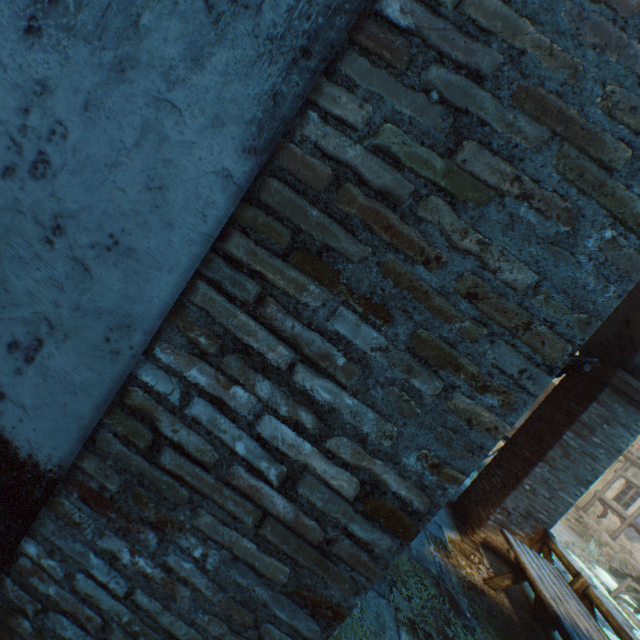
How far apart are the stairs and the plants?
2.6m

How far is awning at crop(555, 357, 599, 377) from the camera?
2.7m

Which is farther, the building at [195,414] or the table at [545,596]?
the table at [545,596]

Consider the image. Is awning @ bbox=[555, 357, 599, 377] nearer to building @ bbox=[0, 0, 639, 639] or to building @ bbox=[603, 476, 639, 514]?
building @ bbox=[603, 476, 639, 514]

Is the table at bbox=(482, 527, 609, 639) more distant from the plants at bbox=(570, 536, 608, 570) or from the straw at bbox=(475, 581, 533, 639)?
the plants at bbox=(570, 536, 608, 570)

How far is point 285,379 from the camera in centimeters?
95cm

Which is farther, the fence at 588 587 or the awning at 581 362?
the fence at 588 587

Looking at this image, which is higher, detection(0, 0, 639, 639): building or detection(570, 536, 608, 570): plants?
detection(0, 0, 639, 639): building
